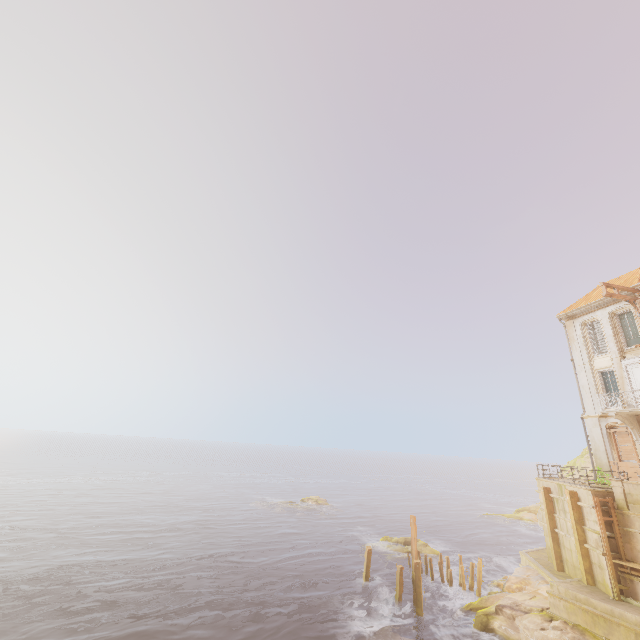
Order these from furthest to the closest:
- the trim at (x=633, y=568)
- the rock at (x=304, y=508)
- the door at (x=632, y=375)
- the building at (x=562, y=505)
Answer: the rock at (x=304, y=508) → the door at (x=632, y=375) → the trim at (x=633, y=568) → the building at (x=562, y=505)

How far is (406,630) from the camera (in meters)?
19.75

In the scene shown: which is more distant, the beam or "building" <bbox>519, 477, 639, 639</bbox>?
the beam

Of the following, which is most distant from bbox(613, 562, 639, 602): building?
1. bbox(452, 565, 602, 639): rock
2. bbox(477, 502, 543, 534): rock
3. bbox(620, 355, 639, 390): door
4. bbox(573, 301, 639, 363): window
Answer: bbox(477, 502, 543, 534): rock

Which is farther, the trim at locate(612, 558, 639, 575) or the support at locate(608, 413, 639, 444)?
the support at locate(608, 413, 639, 444)

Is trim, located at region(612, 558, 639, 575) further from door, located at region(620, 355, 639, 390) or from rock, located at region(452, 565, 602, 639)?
door, located at region(620, 355, 639, 390)

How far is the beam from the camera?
18.4 meters

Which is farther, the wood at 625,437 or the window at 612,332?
the window at 612,332
